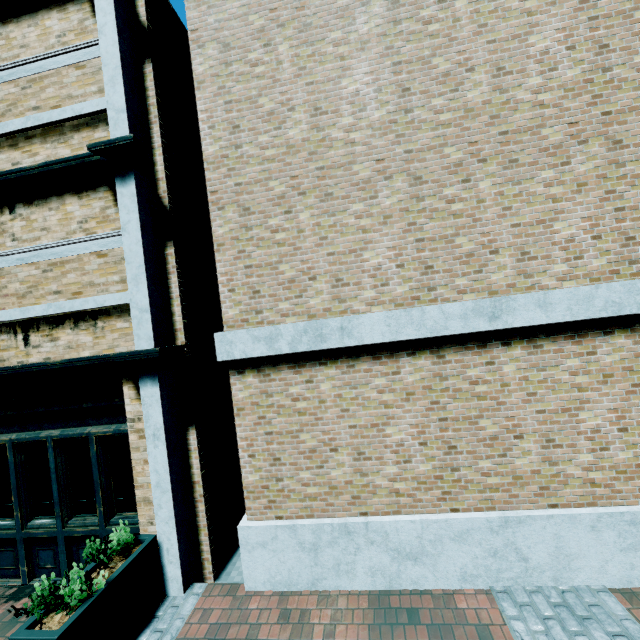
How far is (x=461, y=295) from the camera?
4.0m

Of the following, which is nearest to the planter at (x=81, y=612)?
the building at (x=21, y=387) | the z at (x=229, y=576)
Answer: the building at (x=21, y=387)

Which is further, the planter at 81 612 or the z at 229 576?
the z at 229 576

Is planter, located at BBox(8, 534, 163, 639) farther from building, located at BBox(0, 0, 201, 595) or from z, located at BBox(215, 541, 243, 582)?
z, located at BBox(215, 541, 243, 582)

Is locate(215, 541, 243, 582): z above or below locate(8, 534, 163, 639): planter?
below

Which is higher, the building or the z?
the building

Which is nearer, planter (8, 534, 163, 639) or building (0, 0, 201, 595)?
planter (8, 534, 163, 639)

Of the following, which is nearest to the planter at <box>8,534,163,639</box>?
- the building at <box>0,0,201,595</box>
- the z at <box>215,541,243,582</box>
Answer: the building at <box>0,0,201,595</box>
